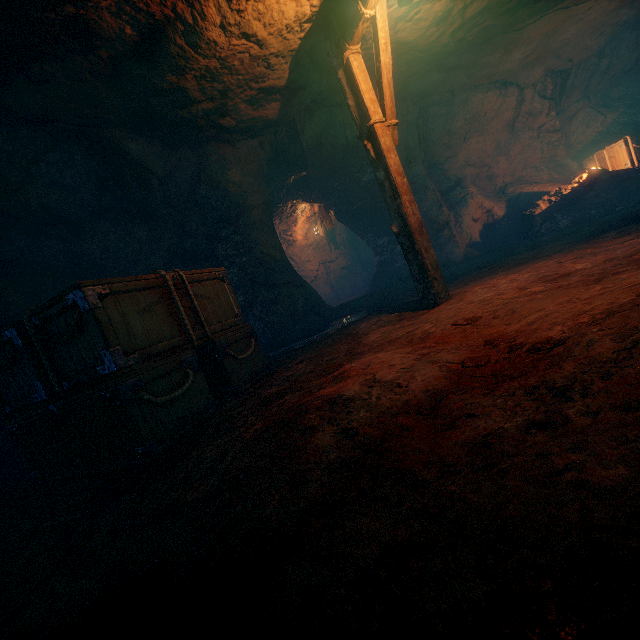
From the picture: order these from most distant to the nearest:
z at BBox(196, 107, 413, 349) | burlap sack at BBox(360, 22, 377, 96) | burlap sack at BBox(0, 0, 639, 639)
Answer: z at BBox(196, 107, 413, 349)
burlap sack at BBox(360, 22, 377, 96)
burlap sack at BBox(0, 0, 639, 639)

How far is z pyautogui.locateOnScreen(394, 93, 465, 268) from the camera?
9.4m

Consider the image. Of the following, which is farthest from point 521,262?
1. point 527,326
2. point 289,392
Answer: point 289,392

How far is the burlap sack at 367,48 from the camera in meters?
5.7 m

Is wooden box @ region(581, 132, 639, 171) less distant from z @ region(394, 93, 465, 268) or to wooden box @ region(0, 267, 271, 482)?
z @ region(394, 93, 465, 268)

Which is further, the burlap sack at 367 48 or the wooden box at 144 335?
the burlap sack at 367 48

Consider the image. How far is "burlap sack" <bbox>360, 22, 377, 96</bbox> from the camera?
5.7 meters

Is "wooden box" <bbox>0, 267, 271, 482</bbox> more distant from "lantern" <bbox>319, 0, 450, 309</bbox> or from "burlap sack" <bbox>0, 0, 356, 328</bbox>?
"lantern" <bbox>319, 0, 450, 309</bbox>
